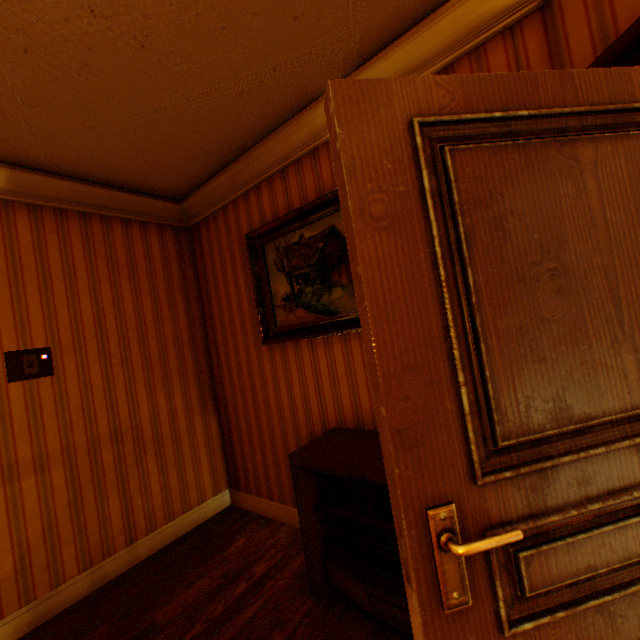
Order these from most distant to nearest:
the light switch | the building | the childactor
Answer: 1. the light switch
2. the building
3. the childactor

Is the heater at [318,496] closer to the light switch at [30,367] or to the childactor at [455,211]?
the childactor at [455,211]

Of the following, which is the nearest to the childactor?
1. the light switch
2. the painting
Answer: the painting

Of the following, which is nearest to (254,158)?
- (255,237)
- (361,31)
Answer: (255,237)

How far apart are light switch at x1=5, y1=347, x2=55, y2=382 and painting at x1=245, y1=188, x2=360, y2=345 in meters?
1.5 m

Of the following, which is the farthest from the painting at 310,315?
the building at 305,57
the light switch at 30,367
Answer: the light switch at 30,367

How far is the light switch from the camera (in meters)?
2.24

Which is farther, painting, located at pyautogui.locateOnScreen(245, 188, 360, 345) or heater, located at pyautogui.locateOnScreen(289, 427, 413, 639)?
painting, located at pyautogui.locateOnScreen(245, 188, 360, 345)
